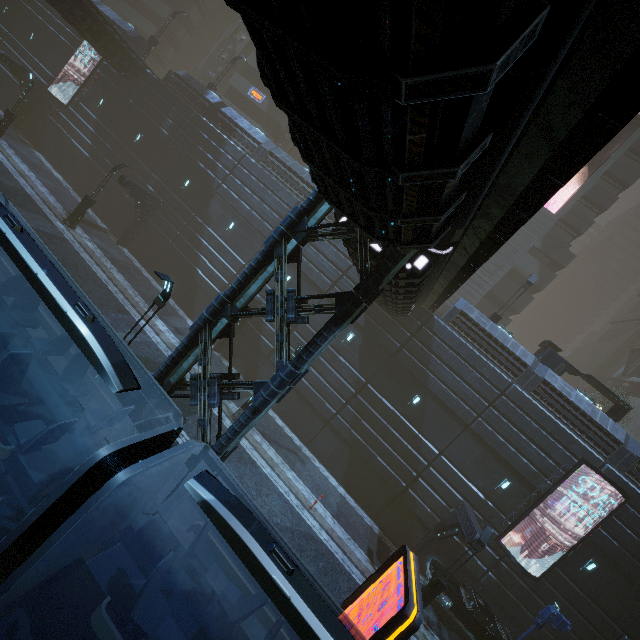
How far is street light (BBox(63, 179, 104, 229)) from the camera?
21.1 meters

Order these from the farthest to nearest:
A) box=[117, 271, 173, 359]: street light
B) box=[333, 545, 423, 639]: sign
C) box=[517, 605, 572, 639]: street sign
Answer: box=[517, 605, 572, 639]: street sign, box=[117, 271, 173, 359]: street light, box=[333, 545, 423, 639]: sign

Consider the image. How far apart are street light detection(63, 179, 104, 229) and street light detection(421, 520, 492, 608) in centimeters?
2870cm

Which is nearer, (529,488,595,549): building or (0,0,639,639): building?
(0,0,639,639): building

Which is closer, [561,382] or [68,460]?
[68,460]

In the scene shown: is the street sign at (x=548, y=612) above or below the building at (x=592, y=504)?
below

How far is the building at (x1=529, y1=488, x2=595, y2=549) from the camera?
17.3m

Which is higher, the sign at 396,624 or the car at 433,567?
the sign at 396,624
